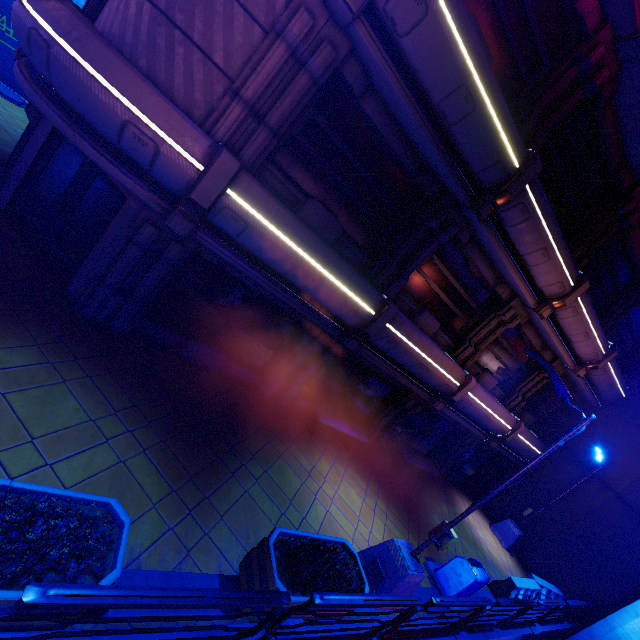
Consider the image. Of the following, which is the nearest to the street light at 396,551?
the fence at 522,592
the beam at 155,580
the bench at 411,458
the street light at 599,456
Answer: the beam at 155,580

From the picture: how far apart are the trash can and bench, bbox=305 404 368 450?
3.5 meters

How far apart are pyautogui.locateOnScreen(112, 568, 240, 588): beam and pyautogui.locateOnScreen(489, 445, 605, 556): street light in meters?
15.2 m

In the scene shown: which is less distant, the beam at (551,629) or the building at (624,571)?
the beam at (551,629)

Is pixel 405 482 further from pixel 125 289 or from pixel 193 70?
pixel 193 70

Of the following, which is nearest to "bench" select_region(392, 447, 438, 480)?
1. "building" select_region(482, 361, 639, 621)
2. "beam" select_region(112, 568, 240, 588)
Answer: "building" select_region(482, 361, 639, 621)

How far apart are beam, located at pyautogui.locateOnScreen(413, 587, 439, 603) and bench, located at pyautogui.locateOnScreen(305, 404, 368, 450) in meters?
4.0 m

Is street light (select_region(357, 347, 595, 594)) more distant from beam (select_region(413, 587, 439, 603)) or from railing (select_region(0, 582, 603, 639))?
railing (select_region(0, 582, 603, 639))
